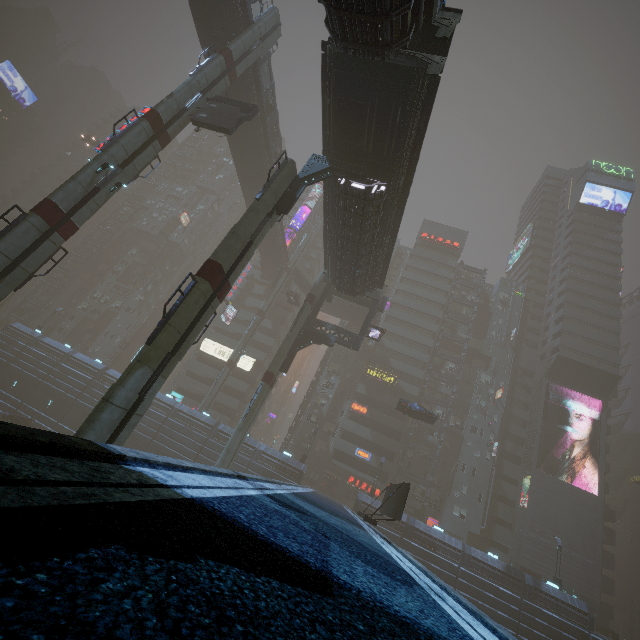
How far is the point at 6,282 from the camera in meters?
16.5 m

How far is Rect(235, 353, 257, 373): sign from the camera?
53.9m

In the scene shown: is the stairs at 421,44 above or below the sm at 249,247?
above

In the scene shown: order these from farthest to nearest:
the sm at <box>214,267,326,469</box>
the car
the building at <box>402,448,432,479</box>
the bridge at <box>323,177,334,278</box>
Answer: the building at <box>402,448,432,479</box>, the car, the sm at <box>214,267,326,469</box>, the bridge at <box>323,177,334,278</box>

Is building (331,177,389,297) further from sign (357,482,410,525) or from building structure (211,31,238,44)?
building structure (211,31,238,44)

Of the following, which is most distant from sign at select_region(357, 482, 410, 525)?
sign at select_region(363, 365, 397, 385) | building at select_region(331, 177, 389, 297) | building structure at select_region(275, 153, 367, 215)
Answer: sign at select_region(363, 365, 397, 385)

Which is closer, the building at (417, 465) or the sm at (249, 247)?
the sm at (249, 247)

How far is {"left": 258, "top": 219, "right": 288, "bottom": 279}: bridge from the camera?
48.68m
